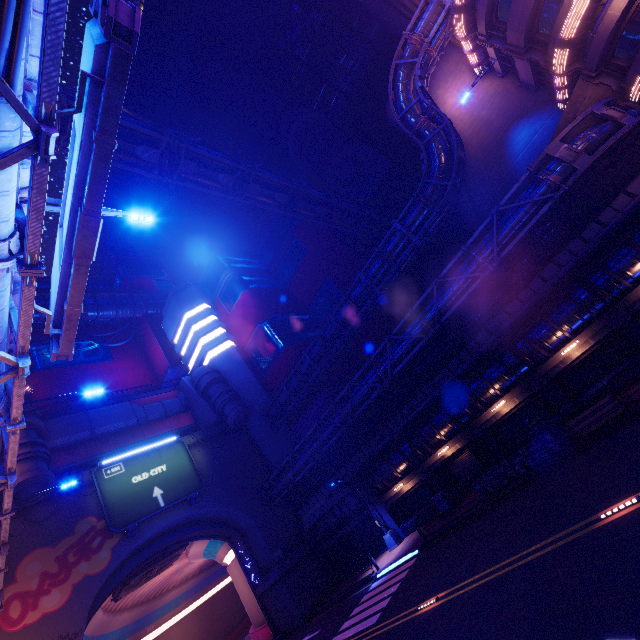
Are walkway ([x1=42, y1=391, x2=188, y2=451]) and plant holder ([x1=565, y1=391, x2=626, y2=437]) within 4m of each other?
no

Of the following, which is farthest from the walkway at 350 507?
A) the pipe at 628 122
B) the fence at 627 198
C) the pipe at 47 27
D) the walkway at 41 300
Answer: the walkway at 41 300

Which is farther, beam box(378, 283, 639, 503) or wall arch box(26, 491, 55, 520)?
wall arch box(26, 491, 55, 520)

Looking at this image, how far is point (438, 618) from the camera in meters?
11.0

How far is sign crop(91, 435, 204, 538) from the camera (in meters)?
24.70

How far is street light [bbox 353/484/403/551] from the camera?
A: 23.7m

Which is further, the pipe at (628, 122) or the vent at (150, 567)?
the vent at (150, 567)

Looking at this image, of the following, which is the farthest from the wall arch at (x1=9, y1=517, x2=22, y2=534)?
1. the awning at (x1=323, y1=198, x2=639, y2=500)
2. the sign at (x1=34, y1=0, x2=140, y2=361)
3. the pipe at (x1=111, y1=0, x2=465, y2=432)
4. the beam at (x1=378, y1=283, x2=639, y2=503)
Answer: the sign at (x1=34, y1=0, x2=140, y2=361)
